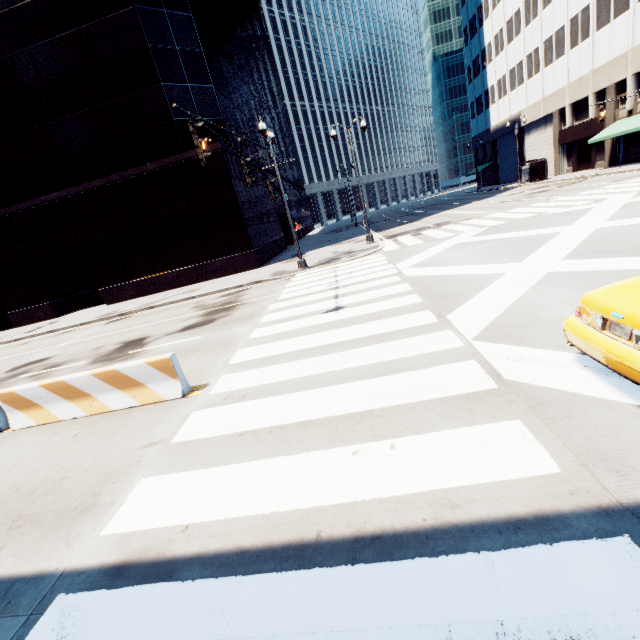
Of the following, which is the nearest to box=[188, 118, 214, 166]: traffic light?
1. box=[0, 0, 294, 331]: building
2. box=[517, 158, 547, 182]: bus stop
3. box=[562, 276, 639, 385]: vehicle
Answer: box=[562, 276, 639, 385]: vehicle

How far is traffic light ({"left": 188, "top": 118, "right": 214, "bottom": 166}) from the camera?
7.0 meters

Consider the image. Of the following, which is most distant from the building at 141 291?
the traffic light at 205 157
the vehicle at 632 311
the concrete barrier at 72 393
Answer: the vehicle at 632 311

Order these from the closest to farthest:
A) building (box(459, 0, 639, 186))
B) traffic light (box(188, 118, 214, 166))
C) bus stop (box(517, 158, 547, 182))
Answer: traffic light (box(188, 118, 214, 166)) < building (box(459, 0, 639, 186)) < bus stop (box(517, 158, 547, 182))

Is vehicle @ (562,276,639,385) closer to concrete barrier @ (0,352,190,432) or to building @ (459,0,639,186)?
concrete barrier @ (0,352,190,432)

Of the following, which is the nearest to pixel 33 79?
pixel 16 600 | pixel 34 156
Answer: pixel 34 156

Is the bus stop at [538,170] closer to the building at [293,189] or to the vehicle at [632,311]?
the building at [293,189]

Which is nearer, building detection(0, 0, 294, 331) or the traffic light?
the traffic light
